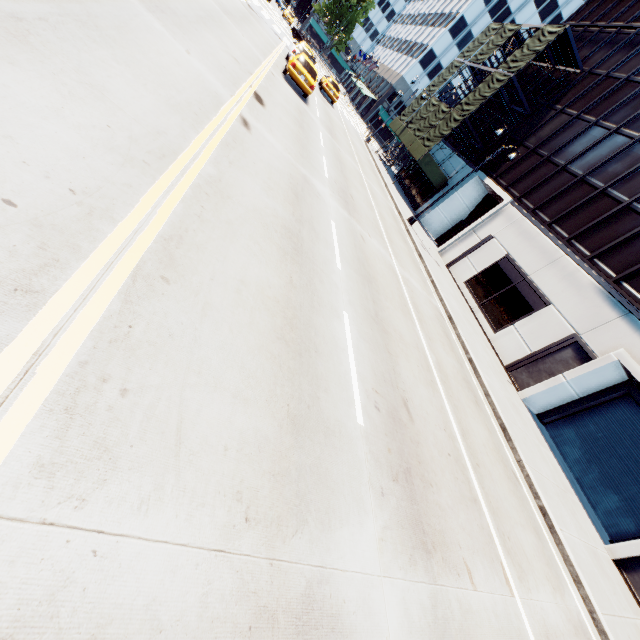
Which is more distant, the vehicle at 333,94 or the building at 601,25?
the vehicle at 333,94

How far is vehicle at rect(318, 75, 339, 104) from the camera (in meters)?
29.07

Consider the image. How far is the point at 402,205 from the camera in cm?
2605

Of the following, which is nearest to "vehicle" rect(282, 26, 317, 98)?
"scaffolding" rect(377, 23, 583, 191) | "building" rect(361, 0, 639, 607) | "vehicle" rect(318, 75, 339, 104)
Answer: "vehicle" rect(318, 75, 339, 104)

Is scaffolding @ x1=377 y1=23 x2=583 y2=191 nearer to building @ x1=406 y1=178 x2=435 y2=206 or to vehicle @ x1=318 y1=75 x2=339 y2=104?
building @ x1=406 y1=178 x2=435 y2=206

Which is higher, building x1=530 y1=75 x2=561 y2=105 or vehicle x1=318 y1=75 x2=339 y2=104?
building x1=530 y1=75 x2=561 y2=105

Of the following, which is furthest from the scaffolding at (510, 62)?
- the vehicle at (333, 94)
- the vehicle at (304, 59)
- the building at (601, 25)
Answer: the vehicle at (304, 59)
